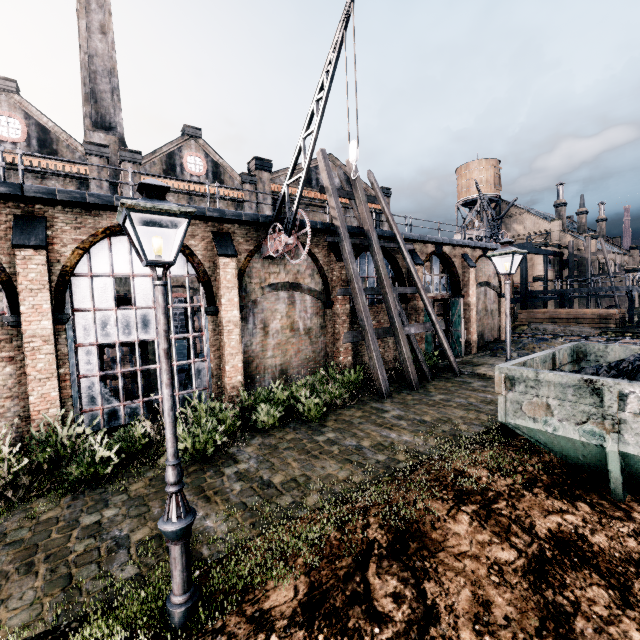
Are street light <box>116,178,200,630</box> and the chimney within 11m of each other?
no

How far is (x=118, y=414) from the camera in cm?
1187

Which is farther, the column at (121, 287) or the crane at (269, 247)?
the column at (121, 287)

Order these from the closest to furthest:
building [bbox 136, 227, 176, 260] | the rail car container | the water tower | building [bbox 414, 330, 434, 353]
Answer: the rail car container, building [bbox 136, 227, 176, 260], building [bbox 414, 330, 434, 353], the water tower

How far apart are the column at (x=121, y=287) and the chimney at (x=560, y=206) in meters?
65.2

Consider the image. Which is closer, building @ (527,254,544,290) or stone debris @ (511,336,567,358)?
stone debris @ (511,336,567,358)

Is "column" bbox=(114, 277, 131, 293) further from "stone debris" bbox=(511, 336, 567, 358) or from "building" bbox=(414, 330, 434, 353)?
"stone debris" bbox=(511, 336, 567, 358)

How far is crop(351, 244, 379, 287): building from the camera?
17.8 meters
